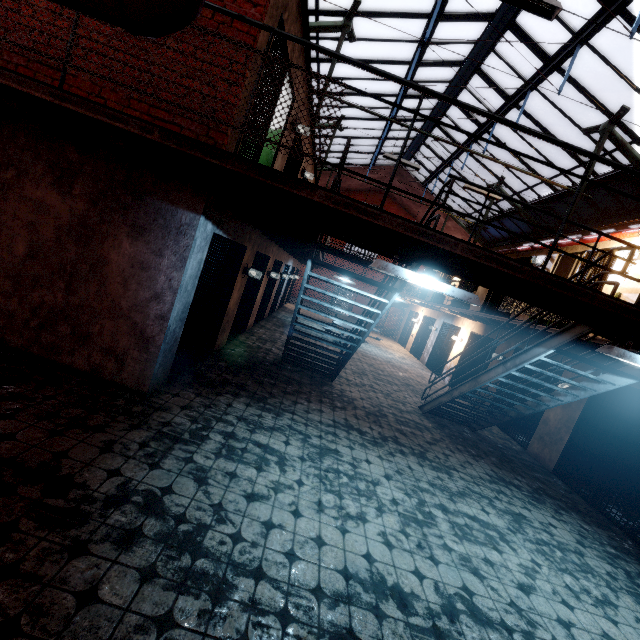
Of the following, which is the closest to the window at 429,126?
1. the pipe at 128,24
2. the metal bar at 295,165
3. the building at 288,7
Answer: the pipe at 128,24

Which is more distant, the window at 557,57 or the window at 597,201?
the window at 597,201

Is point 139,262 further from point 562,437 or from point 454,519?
point 562,437

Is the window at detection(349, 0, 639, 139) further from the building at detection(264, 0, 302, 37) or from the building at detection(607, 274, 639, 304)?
the building at detection(264, 0, 302, 37)

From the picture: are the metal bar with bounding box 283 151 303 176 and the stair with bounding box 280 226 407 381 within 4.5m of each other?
yes

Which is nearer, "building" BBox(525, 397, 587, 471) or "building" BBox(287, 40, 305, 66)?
"building" BBox(287, 40, 305, 66)

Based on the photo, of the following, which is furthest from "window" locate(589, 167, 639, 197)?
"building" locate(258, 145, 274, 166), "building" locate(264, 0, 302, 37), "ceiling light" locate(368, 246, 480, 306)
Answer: "ceiling light" locate(368, 246, 480, 306)

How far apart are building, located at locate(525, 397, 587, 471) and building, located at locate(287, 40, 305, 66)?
8.0m
